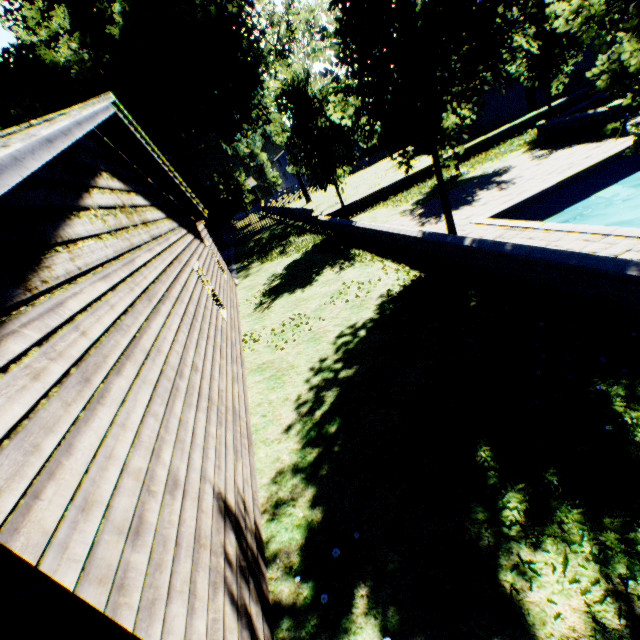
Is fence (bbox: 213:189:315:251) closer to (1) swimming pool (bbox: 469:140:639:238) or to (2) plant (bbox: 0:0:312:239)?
(2) plant (bbox: 0:0:312:239)

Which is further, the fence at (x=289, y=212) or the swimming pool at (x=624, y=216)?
the fence at (x=289, y=212)

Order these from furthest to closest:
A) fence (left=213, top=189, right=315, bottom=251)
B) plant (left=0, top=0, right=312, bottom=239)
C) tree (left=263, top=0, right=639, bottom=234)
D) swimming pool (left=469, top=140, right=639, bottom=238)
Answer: fence (left=213, top=189, right=315, bottom=251), plant (left=0, top=0, right=312, bottom=239), swimming pool (left=469, top=140, right=639, bottom=238), tree (left=263, top=0, right=639, bottom=234)

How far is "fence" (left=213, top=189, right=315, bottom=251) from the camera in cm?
2319

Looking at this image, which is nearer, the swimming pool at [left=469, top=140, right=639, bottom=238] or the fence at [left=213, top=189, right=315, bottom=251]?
the swimming pool at [left=469, top=140, right=639, bottom=238]

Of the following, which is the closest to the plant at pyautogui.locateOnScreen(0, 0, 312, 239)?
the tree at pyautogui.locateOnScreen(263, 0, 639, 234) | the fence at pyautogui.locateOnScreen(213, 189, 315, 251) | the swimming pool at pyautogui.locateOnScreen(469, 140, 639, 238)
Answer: the fence at pyautogui.locateOnScreen(213, 189, 315, 251)

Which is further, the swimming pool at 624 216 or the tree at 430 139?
the swimming pool at 624 216

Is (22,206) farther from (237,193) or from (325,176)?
(237,193)
